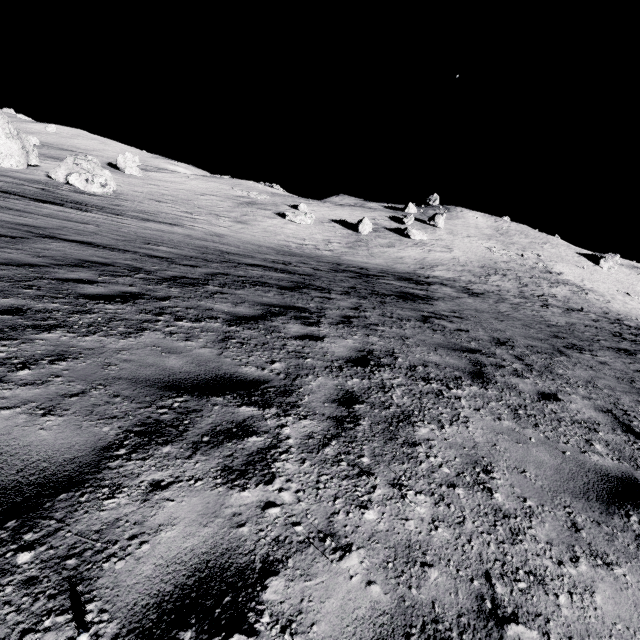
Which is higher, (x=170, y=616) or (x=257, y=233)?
(x=170, y=616)

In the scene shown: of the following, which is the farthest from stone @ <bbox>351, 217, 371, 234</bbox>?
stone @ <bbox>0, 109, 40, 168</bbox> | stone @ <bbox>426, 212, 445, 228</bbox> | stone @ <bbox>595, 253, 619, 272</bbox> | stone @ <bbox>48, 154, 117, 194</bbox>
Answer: stone @ <bbox>595, 253, 619, 272</bbox>

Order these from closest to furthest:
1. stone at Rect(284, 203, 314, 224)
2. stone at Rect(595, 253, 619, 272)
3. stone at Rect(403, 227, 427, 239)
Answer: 1. stone at Rect(284, 203, 314, 224)
2. stone at Rect(403, 227, 427, 239)
3. stone at Rect(595, 253, 619, 272)

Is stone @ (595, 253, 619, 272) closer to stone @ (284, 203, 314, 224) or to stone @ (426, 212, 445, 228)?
stone @ (426, 212, 445, 228)

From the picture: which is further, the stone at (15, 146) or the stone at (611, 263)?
the stone at (611, 263)

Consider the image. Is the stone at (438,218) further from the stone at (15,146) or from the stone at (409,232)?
the stone at (15,146)

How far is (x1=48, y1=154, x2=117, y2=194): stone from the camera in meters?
27.2

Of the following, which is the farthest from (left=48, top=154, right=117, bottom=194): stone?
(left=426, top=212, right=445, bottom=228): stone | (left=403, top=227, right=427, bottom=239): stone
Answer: (left=426, top=212, right=445, bottom=228): stone
